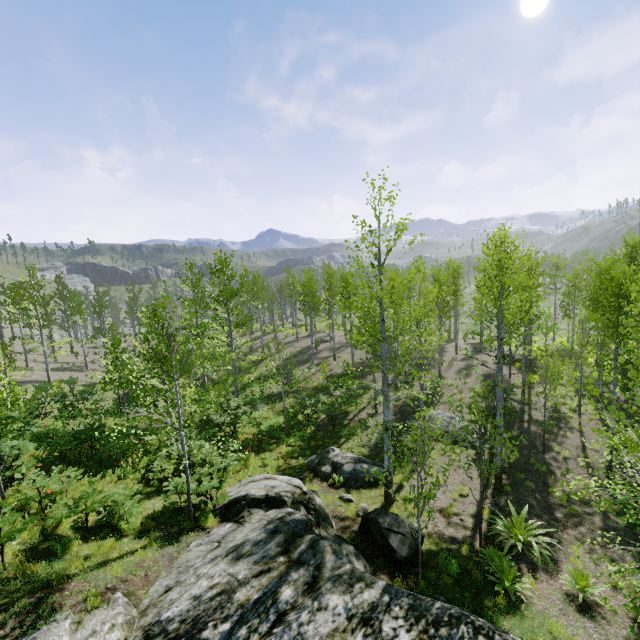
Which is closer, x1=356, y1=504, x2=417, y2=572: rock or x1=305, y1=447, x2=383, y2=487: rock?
x1=356, y1=504, x2=417, y2=572: rock

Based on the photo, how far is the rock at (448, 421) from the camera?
16.1m

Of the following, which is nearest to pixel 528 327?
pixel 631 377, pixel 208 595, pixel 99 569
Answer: pixel 631 377

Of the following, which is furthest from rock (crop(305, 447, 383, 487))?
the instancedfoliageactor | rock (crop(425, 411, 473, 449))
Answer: rock (crop(425, 411, 473, 449))

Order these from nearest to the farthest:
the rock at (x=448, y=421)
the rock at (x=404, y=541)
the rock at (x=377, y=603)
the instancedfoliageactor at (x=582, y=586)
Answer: the rock at (x=377, y=603) → the instancedfoliageactor at (x=582, y=586) → the rock at (x=404, y=541) → the rock at (x=448, y=421)

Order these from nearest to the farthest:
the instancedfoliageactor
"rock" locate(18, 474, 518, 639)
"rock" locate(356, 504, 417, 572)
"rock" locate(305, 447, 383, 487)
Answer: "rock" locate(18, 474, 518, 639), the instancedfoliageactor, "rock" locate(356, 504, 417, 572), "rock" locate(305, 447, 383, 487)

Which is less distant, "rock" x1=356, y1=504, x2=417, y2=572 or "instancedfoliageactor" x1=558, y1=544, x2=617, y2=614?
"instancedfoliageactor" x1=558, y1=544, x2=617, y2=614
